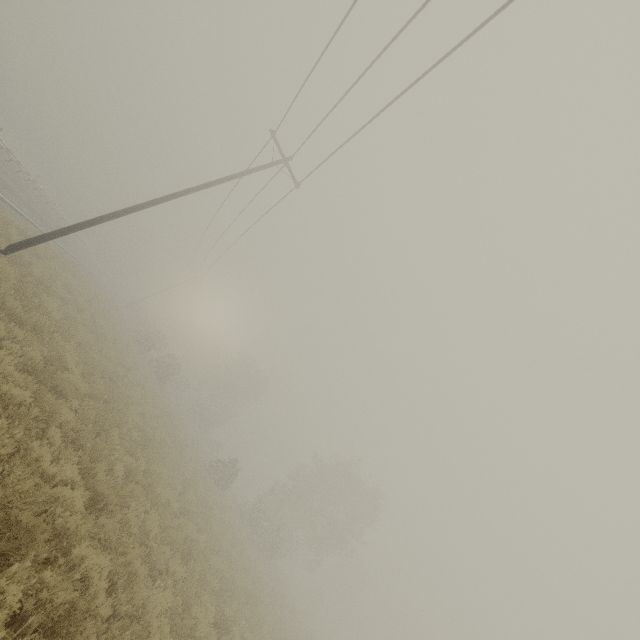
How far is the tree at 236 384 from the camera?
49.3 meters

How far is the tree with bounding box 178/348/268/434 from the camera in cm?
4931

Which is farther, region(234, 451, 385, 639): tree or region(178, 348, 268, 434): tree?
region(178, 348, 268, 434): tree

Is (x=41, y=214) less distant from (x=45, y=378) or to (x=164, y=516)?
(x=45, y=378)

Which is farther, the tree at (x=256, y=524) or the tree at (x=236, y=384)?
the tree at (x=236, y=384)
